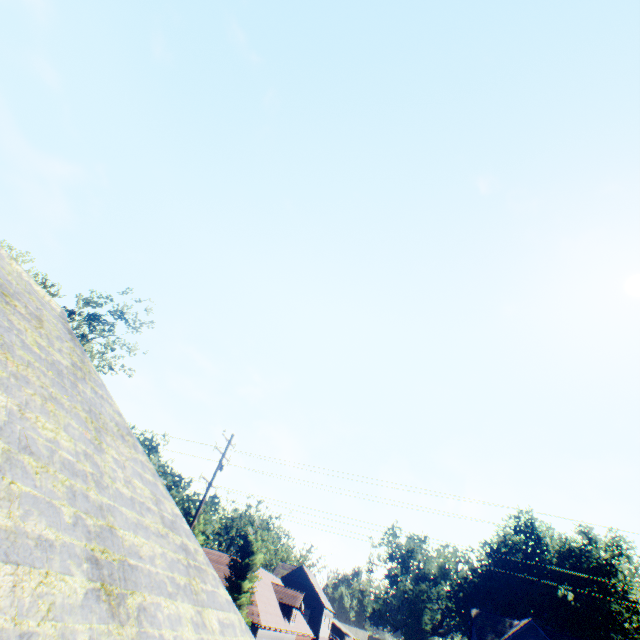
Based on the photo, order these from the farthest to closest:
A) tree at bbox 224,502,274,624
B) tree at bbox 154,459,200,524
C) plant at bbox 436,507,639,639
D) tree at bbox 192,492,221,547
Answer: plant at bbox 436,507,639,639, tree at bbox 154,459,200,524, tree at bbox 192,492,221,547, tree at bbox 224,502,274,624

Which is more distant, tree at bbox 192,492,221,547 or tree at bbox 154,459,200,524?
tree at bbox 154,459,200,524

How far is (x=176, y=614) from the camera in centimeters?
385cm

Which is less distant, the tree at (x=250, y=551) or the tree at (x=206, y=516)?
the tree at (x=250, y=551)

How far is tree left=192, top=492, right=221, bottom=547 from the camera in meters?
31.6 m

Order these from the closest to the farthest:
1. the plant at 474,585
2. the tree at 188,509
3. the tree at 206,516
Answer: the tree at 206,516 < the tree at 188,509 < the plant at 474,585

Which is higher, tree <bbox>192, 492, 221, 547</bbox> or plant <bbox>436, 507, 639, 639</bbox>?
plant <bbox>436, 507, 639, 639</bbox>
